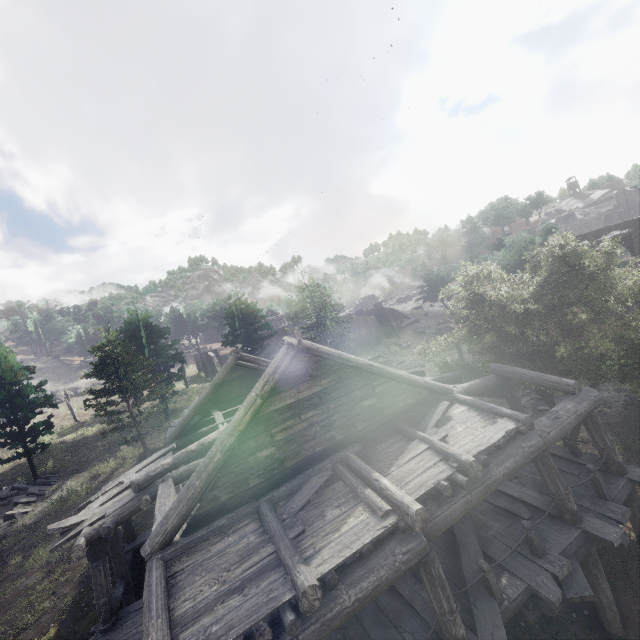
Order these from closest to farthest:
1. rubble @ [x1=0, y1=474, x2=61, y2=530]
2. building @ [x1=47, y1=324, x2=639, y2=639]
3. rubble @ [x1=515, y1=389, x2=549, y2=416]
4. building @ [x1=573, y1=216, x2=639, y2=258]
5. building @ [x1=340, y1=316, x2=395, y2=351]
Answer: building @ [x1=47, y1=324, x2=639, y2=639], rubble @ [x1=515, y1=389, x2=549, y2=416], rubble @ [x1=0, y1=474, x2=61, y2=530], building @ [x1=573, y1=216, x2=639, y2=258], building @ [x1=340, y1=316, x2=395, y2=351]

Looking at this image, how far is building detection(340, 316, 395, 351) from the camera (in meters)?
52.28

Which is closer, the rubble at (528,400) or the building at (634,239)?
the rubble at (528,400)

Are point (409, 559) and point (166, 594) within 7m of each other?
yes

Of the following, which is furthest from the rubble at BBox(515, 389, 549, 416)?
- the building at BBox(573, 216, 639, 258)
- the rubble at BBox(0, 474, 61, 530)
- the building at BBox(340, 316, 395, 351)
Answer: the rubble at BBox(0, 474, 61, 530)

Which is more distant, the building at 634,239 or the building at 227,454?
the building at 634,239

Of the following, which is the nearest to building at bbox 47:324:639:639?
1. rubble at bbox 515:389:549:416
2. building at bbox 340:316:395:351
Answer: rubble at bbox 515:389:549:416
